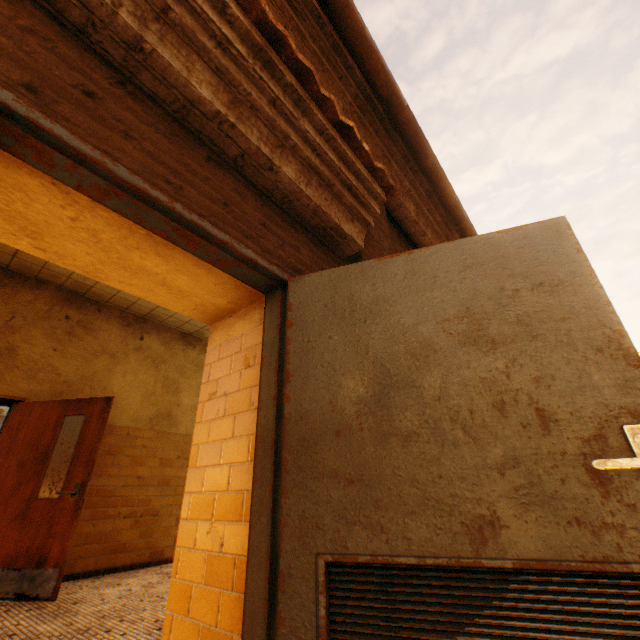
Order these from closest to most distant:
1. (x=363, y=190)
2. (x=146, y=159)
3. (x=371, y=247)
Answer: (x=146, y=159) < (x=363, y=190) < (x=371, y=247)

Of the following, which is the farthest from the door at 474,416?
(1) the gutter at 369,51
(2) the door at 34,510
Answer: (2) the door at 34,510

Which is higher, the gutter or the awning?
the gutter

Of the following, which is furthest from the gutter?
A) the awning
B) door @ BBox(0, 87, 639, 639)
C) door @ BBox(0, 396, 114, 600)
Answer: door @ BBox(0, 396, 114, 600)

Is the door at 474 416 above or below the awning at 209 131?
below

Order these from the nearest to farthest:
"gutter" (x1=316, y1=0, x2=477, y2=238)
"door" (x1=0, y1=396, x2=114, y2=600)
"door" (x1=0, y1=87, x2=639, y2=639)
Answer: "door" (x1=0, y1=87, x2=639, y2=639) → "gutter" (x1=316, y1=0, x2=477, y2=238) → "door" (x1=0, y1=396, x2=114, y2=600)

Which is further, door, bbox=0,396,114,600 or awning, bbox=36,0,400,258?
door, bbox=0,396,114,600

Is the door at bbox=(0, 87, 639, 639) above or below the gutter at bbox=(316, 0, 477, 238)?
below
